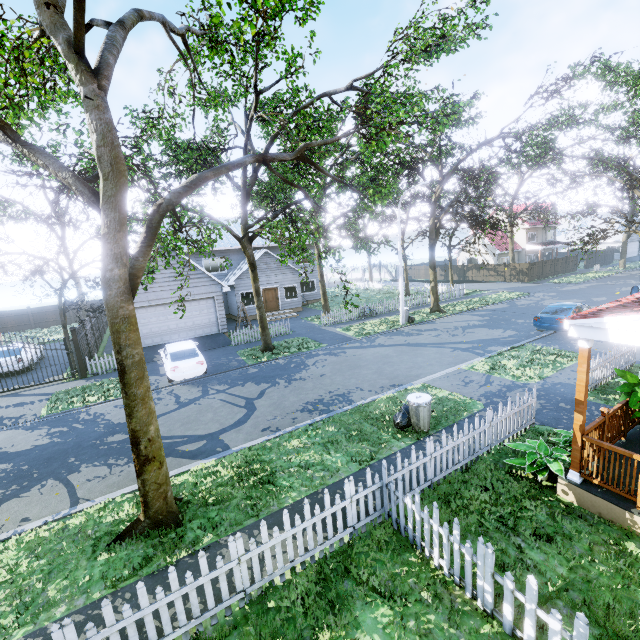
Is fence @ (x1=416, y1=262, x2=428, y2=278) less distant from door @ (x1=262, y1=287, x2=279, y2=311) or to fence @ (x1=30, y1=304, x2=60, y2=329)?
fence @ (x1=30, y1=304, x2=60, y2=329)

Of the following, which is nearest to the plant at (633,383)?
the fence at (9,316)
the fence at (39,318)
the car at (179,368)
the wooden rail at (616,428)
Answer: the wooden rail at (616,428)

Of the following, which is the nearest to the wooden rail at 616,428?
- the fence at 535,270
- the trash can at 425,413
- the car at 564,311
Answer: the fence at 535,270

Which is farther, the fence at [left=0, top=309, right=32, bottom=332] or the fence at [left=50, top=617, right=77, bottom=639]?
the fence at [left=0, top=309, right=32, bottom=332]

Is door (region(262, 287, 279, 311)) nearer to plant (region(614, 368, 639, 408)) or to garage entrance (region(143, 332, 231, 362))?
garage entrance (region(143, 332, 231, 362))

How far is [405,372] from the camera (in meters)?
13.54

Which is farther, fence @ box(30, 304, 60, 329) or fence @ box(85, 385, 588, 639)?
fence @ box(30, 304, 60, 329)

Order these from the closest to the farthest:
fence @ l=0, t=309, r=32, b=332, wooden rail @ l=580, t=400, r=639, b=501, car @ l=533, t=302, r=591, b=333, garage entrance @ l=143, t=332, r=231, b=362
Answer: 1. wooden rail @ l=580, t=400, r=639, b=501
2. car @ l=533, t=302, r=591, b=333
3. garage entrance @ l=143, t=332, r=231, b=362
4. fence @ l=0, t=309, r=32, b=332
